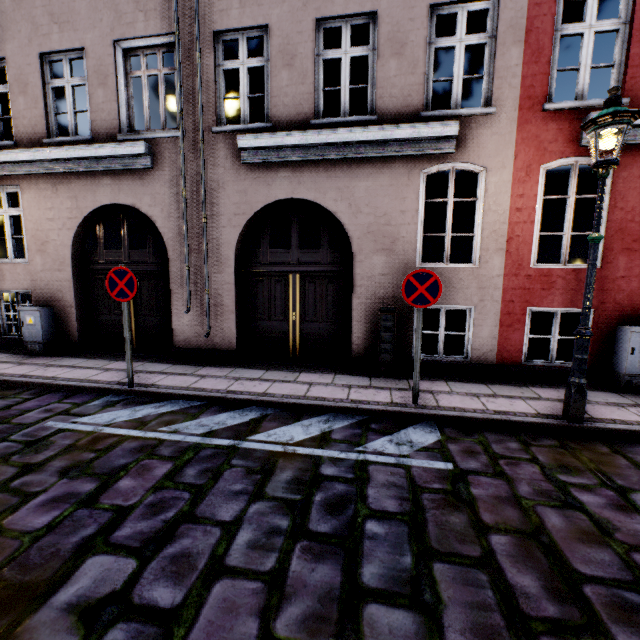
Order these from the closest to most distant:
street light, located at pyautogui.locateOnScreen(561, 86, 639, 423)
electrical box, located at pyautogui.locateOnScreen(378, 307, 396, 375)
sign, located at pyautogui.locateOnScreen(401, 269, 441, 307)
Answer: street light, located at pyautogui.locateOnScreen(561, 86, 639, 423) → sign, located at pyautogui.locateOnScreen(401, 269, 441, 307) → electrical box, located at pyautogui.locateOnScreen(378, 307, 396, 375)

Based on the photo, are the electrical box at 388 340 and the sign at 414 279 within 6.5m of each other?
yes

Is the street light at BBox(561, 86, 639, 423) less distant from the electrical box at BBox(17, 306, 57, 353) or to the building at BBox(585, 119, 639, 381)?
the building at BBox(585, 119, 639, 381)

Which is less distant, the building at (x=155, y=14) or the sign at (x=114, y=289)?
the sign at (x=114, y=289)

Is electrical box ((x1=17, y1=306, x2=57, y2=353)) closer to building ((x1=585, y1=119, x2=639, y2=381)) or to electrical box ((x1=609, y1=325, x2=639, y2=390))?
building ((x1=585, y1=119, x2=639, y2=381))

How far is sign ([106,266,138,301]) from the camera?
4.91m

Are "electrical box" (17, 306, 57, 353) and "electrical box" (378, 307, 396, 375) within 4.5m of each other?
no

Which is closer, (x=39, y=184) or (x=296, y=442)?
(x=296, y=442)
